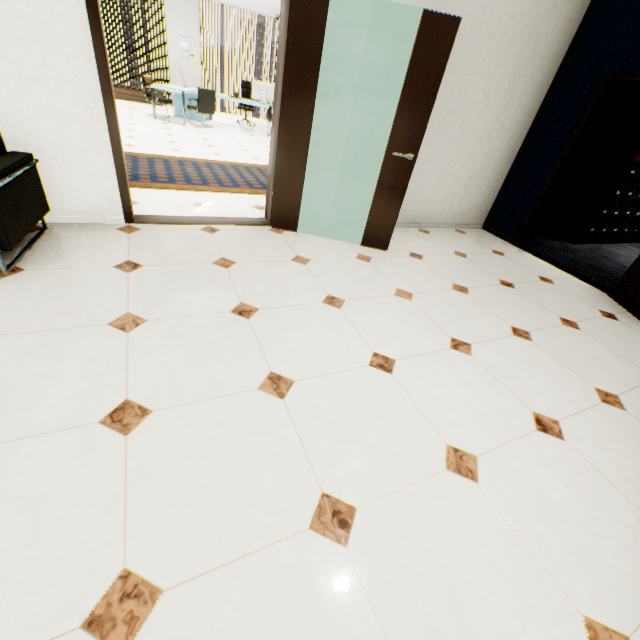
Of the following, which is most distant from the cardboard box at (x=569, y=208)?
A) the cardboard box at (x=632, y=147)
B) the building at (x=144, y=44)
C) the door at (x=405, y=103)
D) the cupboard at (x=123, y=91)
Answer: the building at (x=144, y=44)

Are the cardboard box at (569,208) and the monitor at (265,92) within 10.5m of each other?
yes

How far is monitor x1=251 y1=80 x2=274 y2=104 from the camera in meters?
8.8 m

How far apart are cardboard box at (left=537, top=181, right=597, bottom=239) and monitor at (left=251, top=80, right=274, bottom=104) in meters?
7.7 m

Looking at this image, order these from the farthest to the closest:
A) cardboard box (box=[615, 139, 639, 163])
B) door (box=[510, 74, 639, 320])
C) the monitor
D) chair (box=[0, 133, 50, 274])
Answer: the monitor → cardboard box (box=[615, 139, 639, 163]) → door (box=[510, 74, 639, 320]) → chair (box=[0, 133, 50, 274])

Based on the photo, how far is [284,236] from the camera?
3.6 meters

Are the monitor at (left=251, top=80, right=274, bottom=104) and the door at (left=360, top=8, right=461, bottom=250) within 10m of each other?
yes

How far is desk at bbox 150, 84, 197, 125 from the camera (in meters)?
7.94
